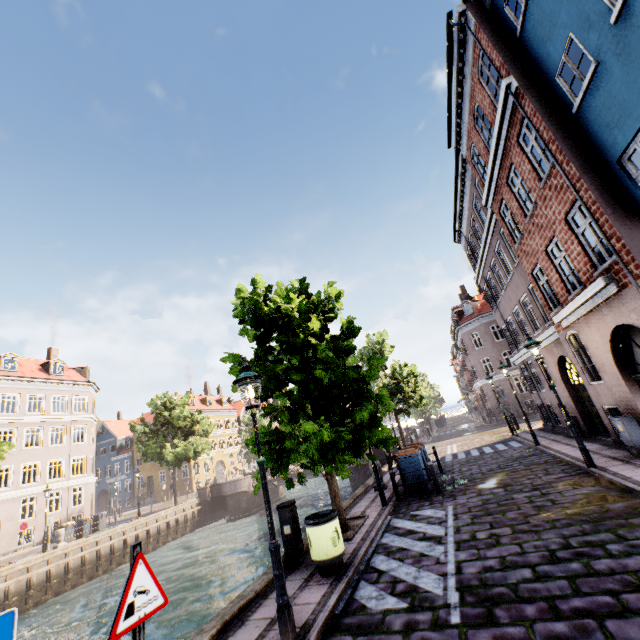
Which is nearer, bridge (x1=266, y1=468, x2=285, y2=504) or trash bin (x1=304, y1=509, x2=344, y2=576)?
trash bin (x1=304, y1=509, x2=344, y2=576)

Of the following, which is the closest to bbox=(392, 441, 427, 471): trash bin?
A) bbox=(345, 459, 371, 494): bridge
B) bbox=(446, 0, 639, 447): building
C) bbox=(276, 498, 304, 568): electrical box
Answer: bbox=(276, 498, 304, 568): electrical box

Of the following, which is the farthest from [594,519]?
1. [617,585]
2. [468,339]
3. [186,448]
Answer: [468,339]

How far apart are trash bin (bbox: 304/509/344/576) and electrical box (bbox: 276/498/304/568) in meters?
0.6

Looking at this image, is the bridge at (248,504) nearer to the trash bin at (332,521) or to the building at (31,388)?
the building at (31,388)

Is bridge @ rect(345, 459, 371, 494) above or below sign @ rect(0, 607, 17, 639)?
below

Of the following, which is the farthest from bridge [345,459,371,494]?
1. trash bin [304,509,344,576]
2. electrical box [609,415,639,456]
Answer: trash bin [304,509,344,576]

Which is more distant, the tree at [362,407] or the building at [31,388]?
the building at [31,388]
